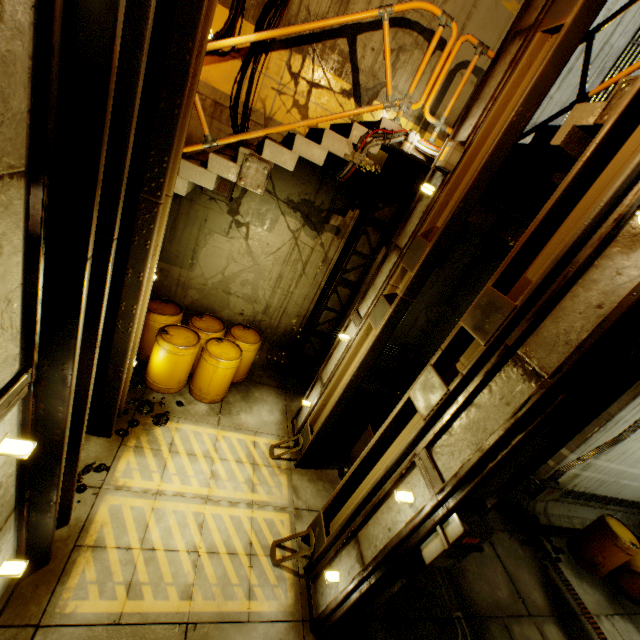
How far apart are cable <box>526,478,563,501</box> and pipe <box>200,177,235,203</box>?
9.51m

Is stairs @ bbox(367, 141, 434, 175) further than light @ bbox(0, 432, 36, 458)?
Yes

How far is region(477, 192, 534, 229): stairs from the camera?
5.53m

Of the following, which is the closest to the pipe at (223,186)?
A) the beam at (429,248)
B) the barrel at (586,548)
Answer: the beam at (429,248)

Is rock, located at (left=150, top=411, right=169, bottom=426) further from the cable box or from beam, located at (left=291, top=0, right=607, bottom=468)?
the cable box

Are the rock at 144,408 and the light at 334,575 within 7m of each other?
yes

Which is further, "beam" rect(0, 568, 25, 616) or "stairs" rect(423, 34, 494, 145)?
"stairs" rect(423, 34, 494, 145)

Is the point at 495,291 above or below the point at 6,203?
above
